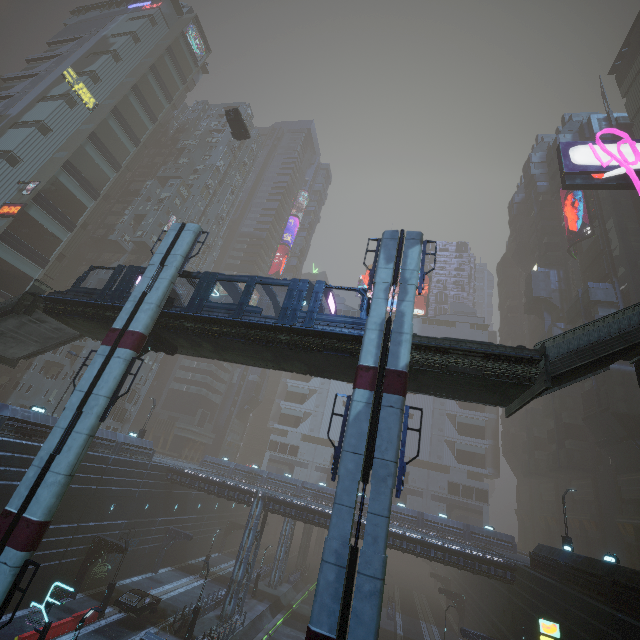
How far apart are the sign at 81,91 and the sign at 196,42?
23.3m

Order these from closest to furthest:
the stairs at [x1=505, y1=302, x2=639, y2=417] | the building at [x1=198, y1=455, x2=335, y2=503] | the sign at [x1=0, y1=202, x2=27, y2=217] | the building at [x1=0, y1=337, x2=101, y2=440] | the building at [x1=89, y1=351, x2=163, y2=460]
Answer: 1. the stairs at [x1=505, y1=302, x2=639, y2=417]
2. the building at [x1=0, y1=337, x2=101, y2=440]
3. the building at [x1=89, y1=351, x2=163, y2=460]
4. the sign at [x1=0, y1=202, x2=27, y2=217]
5. the building at [x1=198, y1=455, x2=335, y2=503]

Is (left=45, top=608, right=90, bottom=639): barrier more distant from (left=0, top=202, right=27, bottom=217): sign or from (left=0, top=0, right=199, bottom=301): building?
(left=0, top=202, right=27, bottom=217): sign

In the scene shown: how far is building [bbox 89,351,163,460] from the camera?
32.3m

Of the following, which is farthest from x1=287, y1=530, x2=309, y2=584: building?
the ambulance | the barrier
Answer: the ambulance

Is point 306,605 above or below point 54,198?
below

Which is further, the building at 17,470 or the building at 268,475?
the building at 268,475

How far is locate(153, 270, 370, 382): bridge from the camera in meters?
16.7 m
